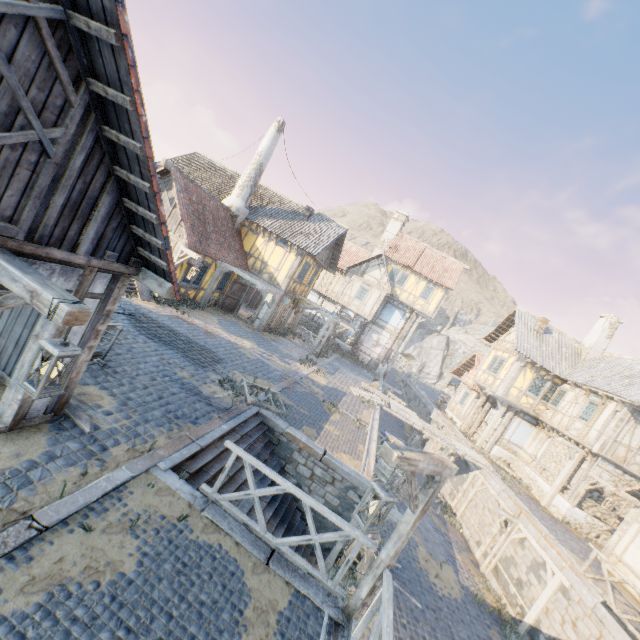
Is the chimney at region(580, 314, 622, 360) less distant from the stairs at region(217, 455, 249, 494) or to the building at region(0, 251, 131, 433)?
the stairs at region(217, 455, 249, 494)

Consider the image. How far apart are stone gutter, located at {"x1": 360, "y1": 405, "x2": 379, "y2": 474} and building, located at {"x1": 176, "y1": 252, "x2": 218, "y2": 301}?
11.3 meters

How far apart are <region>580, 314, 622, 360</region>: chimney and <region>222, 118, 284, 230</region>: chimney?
24.2m

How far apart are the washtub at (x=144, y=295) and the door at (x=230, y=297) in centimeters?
552cm

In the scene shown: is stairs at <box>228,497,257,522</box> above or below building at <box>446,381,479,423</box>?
below

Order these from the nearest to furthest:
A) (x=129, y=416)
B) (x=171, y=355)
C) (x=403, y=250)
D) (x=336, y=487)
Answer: (x=129, y=416) < (x=336, y=487) < (x=171, y=355) < (x=403, y=250)

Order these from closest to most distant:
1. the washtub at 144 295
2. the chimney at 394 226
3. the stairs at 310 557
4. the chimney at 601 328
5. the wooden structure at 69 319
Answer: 1. the wooden structure at 69 319
2. the stairs at 310 557
3. the washtub at 144 295
4. the chimney at 601 328
5. the chimney at 394 226

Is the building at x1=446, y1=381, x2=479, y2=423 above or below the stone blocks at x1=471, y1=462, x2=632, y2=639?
above
